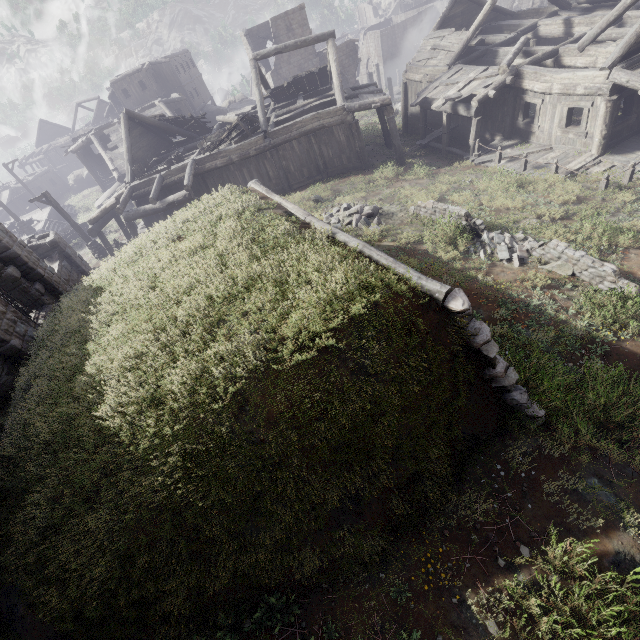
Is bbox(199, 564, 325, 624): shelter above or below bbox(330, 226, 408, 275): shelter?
below

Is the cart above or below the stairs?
below

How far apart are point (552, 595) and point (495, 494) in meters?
1.3

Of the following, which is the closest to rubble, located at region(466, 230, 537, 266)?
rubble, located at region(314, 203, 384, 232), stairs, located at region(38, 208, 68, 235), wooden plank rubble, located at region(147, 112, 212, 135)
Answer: rubble, located at region(314, 203, 384, 232)

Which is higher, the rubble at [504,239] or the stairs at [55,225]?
the stairs at [55,225]

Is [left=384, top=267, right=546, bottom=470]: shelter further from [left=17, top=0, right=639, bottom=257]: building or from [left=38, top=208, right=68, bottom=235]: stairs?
[left=38, top=208, right=68, bottom=235]: stairs

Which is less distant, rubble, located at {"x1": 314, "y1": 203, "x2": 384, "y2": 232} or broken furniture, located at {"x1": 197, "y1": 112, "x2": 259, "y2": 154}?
rubble, located at {"x1": 314, "y1": 203, "x2": 384, "y2": 232}

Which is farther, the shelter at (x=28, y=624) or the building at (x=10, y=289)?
the building at (x=10, y=289)
